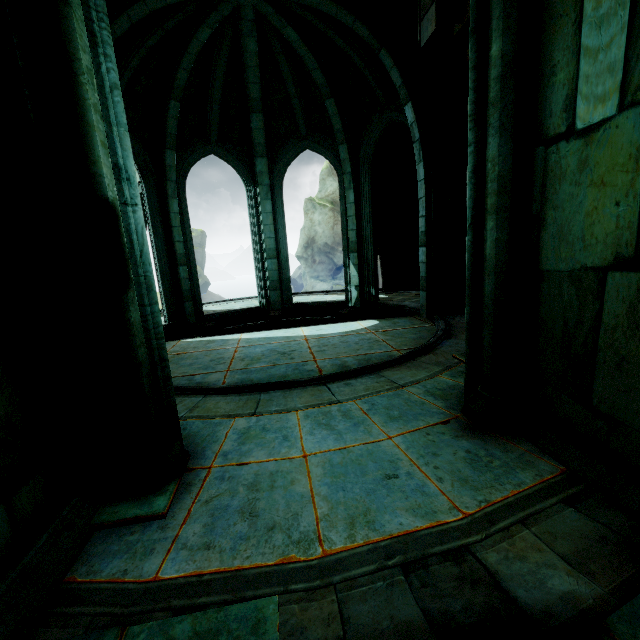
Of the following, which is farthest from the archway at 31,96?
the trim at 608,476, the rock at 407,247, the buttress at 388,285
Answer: the buttress at 388,285

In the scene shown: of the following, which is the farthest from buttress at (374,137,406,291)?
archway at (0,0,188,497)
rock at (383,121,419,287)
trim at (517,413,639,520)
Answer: trim at (517,413,639,520)

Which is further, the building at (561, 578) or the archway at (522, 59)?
the archway at (522, 59)

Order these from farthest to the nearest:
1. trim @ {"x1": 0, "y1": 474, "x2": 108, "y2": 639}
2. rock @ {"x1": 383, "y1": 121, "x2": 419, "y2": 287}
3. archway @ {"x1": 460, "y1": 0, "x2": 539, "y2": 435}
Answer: rock @ {"x1": 383, "y1": 121, "x2": 419, "y2": 287}
archway @ {"x1": 460, "y1": 0, "x2": 539, "y2": 435}
trim @ {"x1": 0, "y1": 474, "x2": 108, "y2": 639}

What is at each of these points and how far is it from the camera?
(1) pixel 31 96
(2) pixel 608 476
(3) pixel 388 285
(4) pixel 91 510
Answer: (1) archway, 2.18m
(2) trim, 2.40m
(3) buttress, 14.58m
(4) trim, 2.48m

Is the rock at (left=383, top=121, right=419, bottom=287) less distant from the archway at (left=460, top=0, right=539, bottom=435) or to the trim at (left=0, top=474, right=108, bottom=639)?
the archway at (left=460, top=0, right=539, bottom=435)

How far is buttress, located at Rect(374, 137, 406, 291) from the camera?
12.12m

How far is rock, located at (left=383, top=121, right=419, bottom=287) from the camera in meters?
12.0 m
